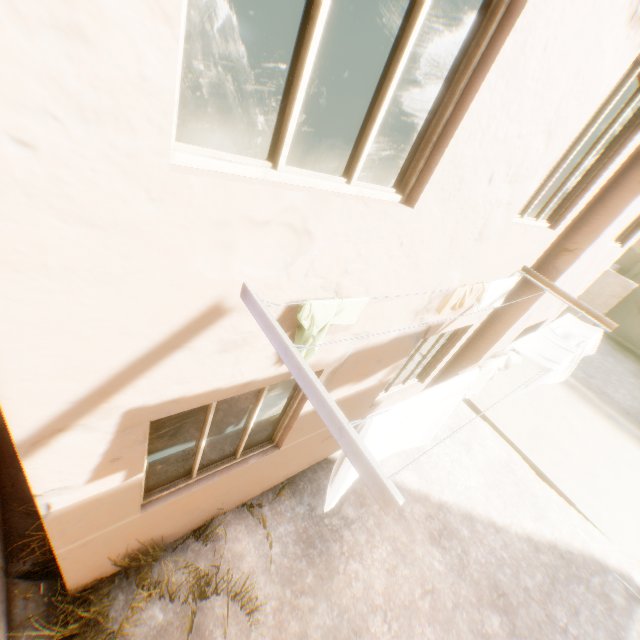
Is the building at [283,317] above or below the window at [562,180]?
below

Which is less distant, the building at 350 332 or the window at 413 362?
the building at 350 332

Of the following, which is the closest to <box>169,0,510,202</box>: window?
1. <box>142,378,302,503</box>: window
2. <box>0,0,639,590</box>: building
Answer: <box>0,0,639,590</box>: building

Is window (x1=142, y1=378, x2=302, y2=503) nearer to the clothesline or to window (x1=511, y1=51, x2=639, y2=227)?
the clothesline

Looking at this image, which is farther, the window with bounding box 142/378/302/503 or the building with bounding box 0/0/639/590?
the window with bounding box 142/378/302/503

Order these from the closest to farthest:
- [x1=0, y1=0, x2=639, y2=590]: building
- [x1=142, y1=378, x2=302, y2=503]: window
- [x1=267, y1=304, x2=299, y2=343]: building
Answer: [x1=0, y1=0, x2=639, y2=590]: building, [x1=267, y1=304, x2=299, y2=343]: building, [x1=142, y1=378, x2=302, y2=503]: window

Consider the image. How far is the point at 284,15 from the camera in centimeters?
115cm

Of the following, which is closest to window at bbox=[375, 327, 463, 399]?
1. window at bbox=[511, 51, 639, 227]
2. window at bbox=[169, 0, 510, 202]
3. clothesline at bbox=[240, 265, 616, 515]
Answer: clothesline at bbox=[240, 265, 616, 515]
